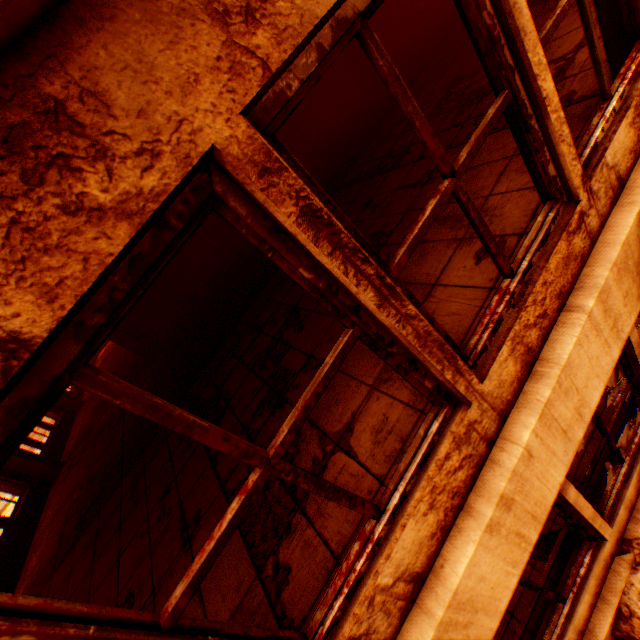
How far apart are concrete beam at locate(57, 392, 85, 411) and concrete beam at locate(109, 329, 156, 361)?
4.59m

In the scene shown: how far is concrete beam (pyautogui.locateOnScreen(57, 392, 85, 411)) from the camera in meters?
12.9

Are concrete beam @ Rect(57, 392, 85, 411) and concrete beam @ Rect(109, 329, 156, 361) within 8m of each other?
yes

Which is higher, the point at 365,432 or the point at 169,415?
the point at 169,415

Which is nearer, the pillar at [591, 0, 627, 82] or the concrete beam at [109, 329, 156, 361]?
the pillar at [591, 0, 627, 82]

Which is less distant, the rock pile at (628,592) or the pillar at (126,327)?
the rock pile at (628,592)

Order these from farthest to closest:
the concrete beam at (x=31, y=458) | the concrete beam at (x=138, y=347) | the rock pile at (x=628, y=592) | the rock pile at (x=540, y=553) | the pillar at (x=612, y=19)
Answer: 1. the concrete beam at (x=138, y=347)
2. the concrete beam at (x=31, y=458)
3. the rock pile at (x=540, y=553)
4. the rock pile at (x=628, y=592)
5. the pillar at (x=612, y=19)

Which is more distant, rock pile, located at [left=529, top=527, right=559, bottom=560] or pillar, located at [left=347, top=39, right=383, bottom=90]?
pillar, located at [left=347, top=39, right=383, bottom=90]
